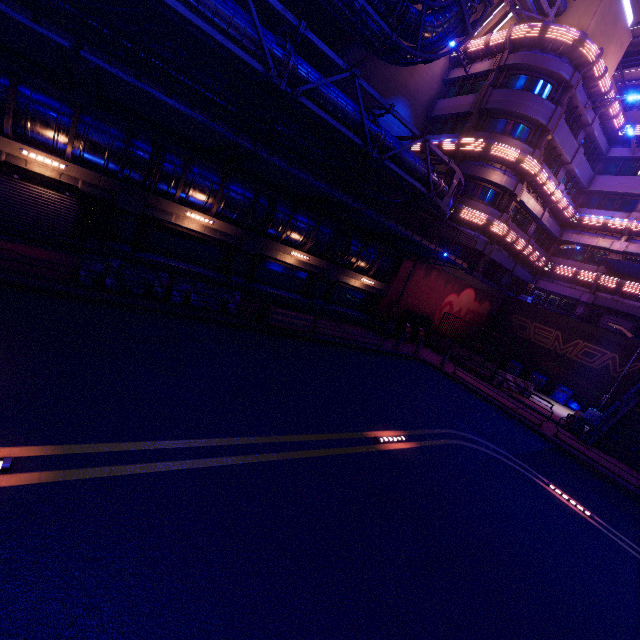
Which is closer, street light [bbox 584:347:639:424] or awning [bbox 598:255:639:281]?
street light [bbox 584:347:639:424]

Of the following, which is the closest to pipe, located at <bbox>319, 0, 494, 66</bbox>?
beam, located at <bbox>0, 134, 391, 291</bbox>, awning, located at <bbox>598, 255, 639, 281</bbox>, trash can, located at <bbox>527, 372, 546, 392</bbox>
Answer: beam, located at <bbox>0, 134, 391, 291</bbox>

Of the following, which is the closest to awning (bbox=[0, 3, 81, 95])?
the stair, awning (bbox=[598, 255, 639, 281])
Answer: the stair

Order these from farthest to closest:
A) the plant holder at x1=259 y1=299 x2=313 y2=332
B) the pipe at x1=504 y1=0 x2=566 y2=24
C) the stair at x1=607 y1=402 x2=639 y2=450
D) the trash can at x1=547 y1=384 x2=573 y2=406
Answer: the trash can at x1=547 y1=384 x2=573 y2=406
the pipe at x1=504 y1=0 x2=566 y2=24
the stair at x1=607 y1=402 x2=639 y2=450
the plant holder at x1=259 y1=299 x2=313 y2=332

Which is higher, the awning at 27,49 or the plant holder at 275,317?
the awning at 27,49

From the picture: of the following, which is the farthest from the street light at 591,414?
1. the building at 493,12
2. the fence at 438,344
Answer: the building at 493,12

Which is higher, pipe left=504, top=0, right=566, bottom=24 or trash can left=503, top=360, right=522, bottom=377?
pipe left=504, top=0, right=566, bottom=24

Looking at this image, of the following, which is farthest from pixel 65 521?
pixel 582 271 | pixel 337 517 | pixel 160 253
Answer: pixel 582 271
